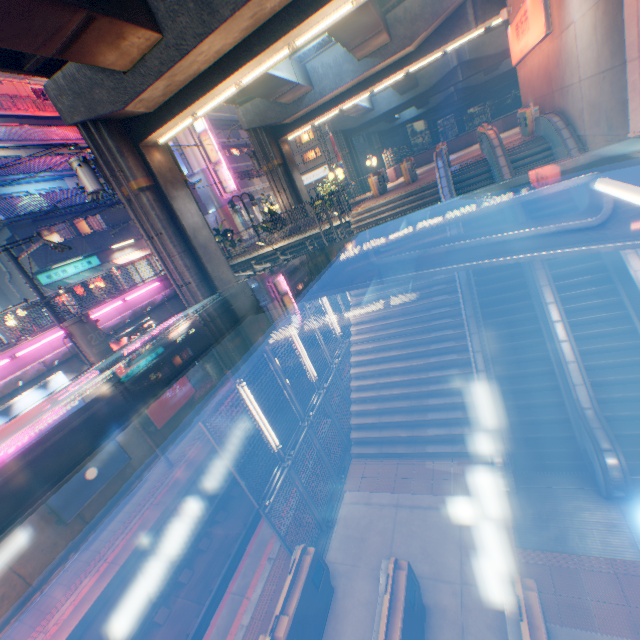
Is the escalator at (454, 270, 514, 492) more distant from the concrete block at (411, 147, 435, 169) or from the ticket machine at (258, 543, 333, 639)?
the concrete block at (411, 147, 435, 169)

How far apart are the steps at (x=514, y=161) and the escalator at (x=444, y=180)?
1.89m

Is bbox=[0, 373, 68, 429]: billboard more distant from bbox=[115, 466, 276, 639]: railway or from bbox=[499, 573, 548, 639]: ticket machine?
bbox=[499, 573, 548, 639]: ticket machine

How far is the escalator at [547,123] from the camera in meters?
10.4 m

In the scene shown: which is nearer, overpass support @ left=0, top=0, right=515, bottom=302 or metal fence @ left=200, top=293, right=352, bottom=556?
metal fence @ left=200, top=293, right=352, bottom=556

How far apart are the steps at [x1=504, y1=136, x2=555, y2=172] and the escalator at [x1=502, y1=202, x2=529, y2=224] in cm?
1

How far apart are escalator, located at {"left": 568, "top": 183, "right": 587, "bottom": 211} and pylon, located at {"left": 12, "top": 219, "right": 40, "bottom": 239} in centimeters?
2782cm

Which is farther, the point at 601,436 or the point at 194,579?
the point at 194,579
